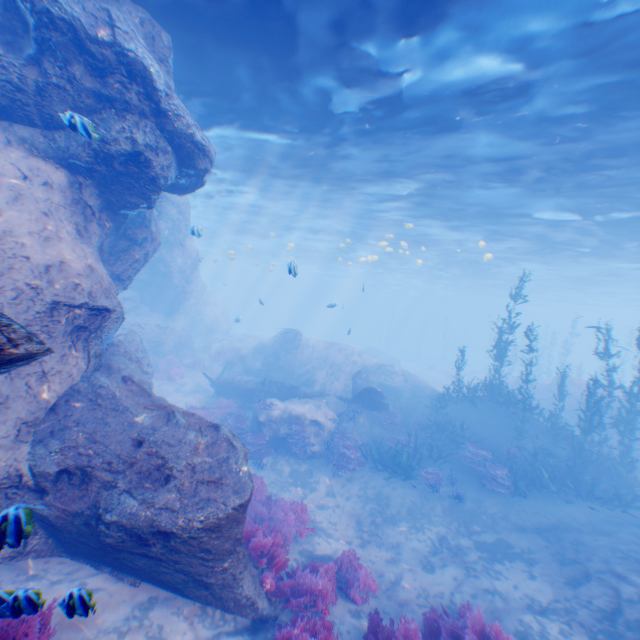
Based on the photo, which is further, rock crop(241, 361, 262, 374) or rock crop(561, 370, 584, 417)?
rock crop(241, 361, 262, 374)

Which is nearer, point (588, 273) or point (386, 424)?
point (386, 424)

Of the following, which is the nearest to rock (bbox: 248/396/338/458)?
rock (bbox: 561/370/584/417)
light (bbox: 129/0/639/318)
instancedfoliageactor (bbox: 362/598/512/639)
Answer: light (bbox: 129/0/639/318)

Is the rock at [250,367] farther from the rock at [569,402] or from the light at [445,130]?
the rock at [569,402]

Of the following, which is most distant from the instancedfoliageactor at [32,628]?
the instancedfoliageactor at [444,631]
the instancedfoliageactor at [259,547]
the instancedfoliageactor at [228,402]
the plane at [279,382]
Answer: the plane at [279,382]

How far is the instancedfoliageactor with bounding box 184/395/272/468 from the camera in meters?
14.6

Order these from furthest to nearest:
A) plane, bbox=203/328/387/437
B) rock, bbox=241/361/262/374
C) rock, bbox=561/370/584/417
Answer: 1. rock, bbox=241/361/262/374
2. rock, bbox=561/370/584/417
3. plane, bbox=203/328/387/437

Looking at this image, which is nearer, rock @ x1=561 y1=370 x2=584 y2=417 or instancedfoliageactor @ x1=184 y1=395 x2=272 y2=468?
instancedfoliageactor @ x1=184 y1=395 x2=272 y2=468
